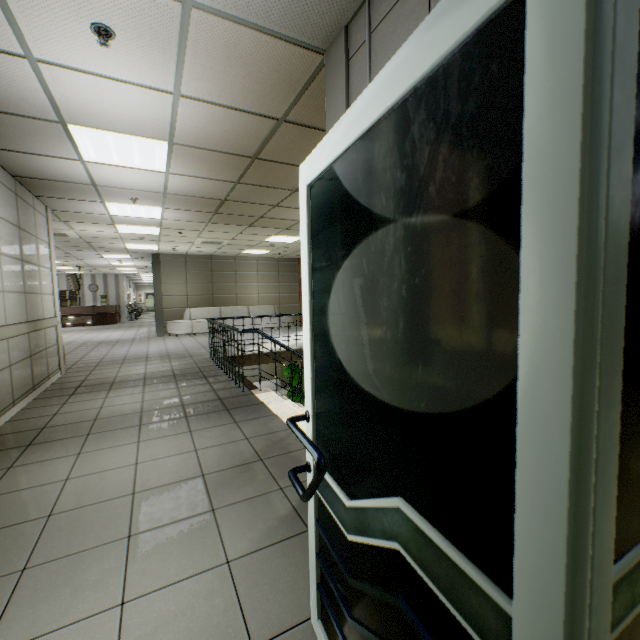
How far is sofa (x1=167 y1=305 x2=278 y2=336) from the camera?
12.5m

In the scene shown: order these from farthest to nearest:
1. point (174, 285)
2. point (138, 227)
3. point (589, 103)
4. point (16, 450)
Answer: point (174, 285)
point (138, 227)
point (16, 450)
point (589, 103)

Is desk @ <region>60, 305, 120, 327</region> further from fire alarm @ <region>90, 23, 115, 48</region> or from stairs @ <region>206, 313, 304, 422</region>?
fire alarm @ <region>90, 23, 115, 48</region>

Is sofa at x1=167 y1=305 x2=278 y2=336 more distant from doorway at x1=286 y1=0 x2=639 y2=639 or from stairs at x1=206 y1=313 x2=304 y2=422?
doorway at x1=286 y1=0 x2=639 y2=639

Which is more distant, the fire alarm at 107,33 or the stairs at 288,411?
the stairs at 288,411

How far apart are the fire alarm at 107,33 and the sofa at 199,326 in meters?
11.1 m

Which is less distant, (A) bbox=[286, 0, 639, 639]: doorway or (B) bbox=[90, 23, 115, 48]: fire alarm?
(A) bbox=[286, 0, 639, 639]: doorway

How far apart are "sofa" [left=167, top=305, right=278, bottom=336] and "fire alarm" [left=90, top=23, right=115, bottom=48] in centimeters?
1105cm
